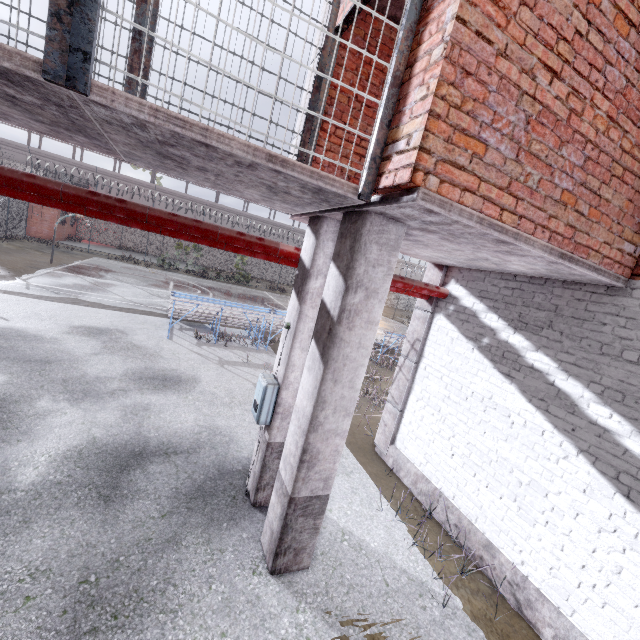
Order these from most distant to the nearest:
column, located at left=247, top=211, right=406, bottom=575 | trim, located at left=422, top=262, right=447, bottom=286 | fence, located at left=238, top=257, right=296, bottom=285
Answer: fence, located at left=238, top=257, right=296, bottom=285, trim, located at left=422, top=262, right=447, bottom=286, column, located at left=247, top=211, right=406, bottom=575

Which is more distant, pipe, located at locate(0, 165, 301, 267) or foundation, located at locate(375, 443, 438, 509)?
foundation, located at locate(375, 443, 438, 509)

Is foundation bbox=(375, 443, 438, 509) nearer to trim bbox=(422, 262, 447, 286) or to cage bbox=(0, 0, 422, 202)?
trim bbox=(422, 262, 447, 286)

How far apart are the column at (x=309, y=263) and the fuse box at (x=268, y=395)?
0.5 meters

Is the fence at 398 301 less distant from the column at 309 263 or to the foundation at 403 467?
the foundation at 403 467

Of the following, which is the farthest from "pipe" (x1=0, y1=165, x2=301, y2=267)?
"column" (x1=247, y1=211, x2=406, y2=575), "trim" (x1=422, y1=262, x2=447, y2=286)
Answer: "column" (x1=247, y1=211, x2=406, y2=575)

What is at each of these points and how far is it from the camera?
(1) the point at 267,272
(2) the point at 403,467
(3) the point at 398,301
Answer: (1) fence, 41.8 meters
(2) foundation, 5.9 meters
(3) fence, 33.8 meters

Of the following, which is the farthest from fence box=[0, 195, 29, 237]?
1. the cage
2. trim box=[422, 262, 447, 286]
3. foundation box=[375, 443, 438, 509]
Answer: the cage
